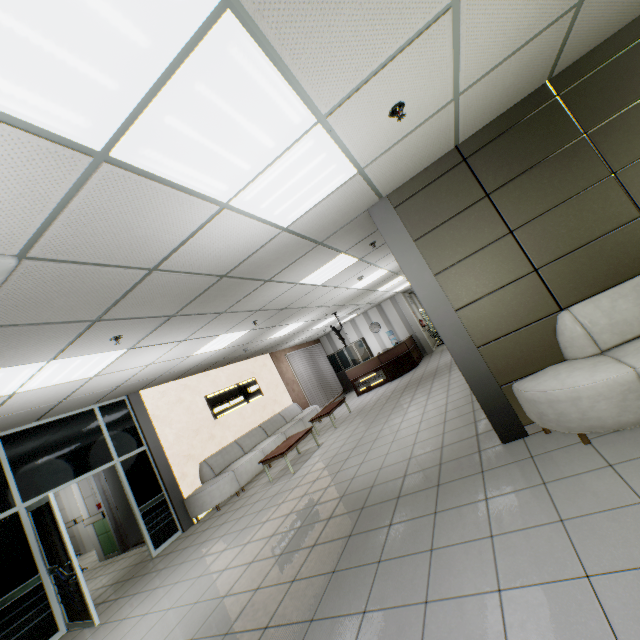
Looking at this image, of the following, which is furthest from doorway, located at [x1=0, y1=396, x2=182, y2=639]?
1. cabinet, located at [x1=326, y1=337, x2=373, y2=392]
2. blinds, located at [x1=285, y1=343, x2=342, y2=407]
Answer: cabinet, located at [x1=326, y1=337, x2=373, y2=392]

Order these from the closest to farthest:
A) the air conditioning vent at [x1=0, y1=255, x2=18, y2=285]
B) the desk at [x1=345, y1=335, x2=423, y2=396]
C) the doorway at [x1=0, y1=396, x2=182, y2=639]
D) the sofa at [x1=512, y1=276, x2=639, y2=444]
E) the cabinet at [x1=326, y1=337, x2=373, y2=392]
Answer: the air conditioning vent at [x1=0, y1=255, x2=18, y2=285] → the sofa at [x1=512, y1=276, x2=639, y2=444] → the doorway at [x1=0, y1=396, x2=182, y2=639] → the desk at [x1=345, y1=335, x2=423, y2=396] → the cabinet at [x1=326, y1=337, x2=373, y2=392]

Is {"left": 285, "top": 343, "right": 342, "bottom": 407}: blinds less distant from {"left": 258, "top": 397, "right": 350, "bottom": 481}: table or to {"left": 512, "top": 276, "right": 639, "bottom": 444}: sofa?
{"left": 258, "top": 397, "right": 350, "bottom": 481}: table

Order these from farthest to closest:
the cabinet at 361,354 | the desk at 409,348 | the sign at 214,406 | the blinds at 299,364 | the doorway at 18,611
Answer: the cabinet at 361,354
the blinds at 299,364
the desk at 409,348
the sign at 214,406
the doorway at 18,611

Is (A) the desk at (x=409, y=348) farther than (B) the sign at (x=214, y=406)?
Yes

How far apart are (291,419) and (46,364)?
8.6m

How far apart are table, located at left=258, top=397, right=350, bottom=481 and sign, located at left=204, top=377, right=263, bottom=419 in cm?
212

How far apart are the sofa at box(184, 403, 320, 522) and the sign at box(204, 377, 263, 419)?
0.78m
